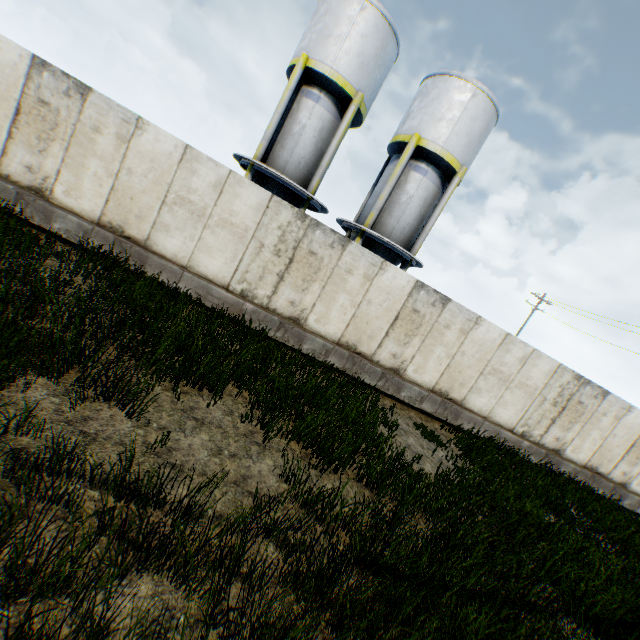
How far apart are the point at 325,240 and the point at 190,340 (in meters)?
4.78

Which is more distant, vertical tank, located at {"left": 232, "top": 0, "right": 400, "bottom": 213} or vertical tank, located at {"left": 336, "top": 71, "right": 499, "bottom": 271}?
vertical tank, located at {"left": 336, "top": 71, "right": 499, "bottom": 271}

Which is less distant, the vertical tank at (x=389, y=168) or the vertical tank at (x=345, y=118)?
the vertical tank at (x=345, y=118)

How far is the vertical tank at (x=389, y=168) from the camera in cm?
1408

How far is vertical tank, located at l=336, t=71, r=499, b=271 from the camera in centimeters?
1408cm
